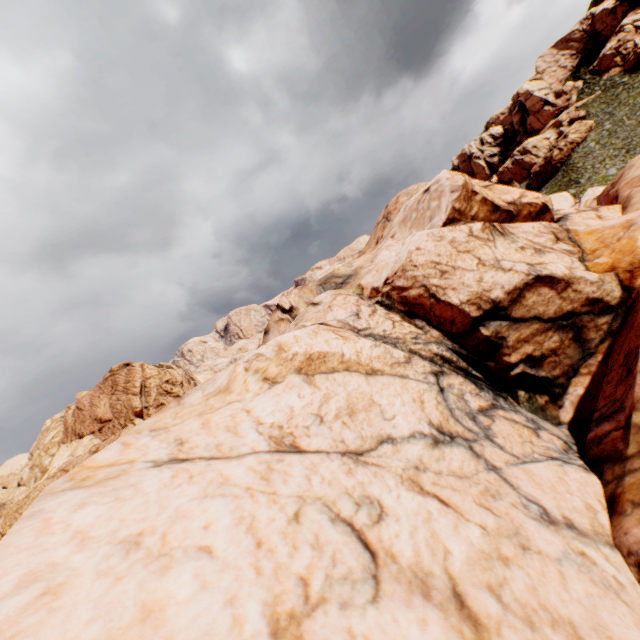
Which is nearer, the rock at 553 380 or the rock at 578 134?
the rock at 553 380

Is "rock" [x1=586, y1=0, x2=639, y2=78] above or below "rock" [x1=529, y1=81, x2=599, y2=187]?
above

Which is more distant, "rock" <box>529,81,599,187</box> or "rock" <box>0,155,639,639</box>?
"rock" <box>529,81,599,187</box>

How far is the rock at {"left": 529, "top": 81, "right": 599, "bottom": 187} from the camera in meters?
52.1

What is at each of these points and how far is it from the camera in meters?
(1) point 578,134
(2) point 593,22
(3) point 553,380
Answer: (1) rock, 52.1
(2) rock, 59.0
(3) rock, 12.0
